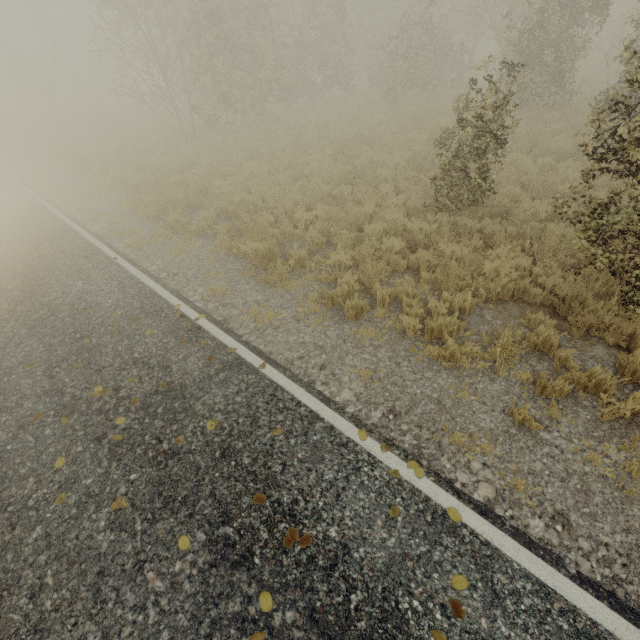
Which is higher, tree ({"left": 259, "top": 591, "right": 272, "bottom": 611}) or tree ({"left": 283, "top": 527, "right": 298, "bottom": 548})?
tree ({"left": 259, "top": 591, "right": 272, "bottom": 611})

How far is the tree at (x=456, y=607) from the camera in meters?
2.7 m

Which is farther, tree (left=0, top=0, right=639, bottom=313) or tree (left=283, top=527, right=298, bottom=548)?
tree (left=0, top=0, right=639, bottom=313)

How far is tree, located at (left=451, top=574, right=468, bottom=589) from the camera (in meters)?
2.85

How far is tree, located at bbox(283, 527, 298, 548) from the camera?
3.2m

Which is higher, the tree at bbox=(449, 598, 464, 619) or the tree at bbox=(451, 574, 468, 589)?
the tree at bbox=(449, 598, 464, 619)

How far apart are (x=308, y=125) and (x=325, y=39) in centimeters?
599cm
